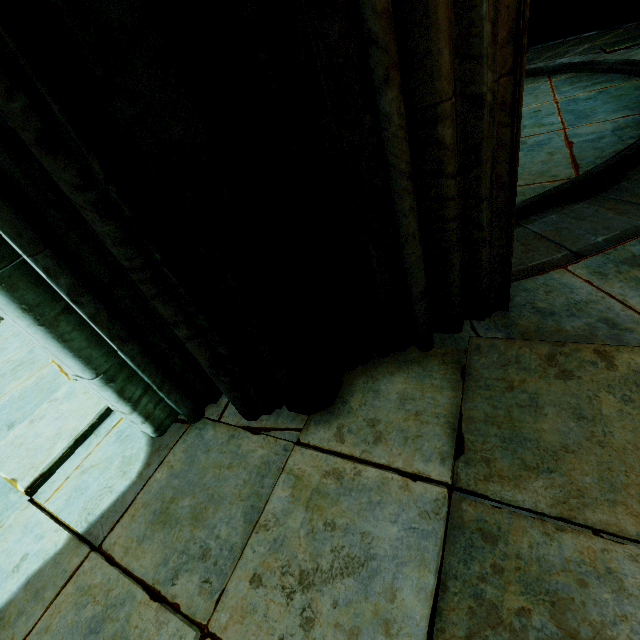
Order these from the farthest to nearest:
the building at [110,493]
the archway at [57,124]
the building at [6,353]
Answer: the building at [6,353] → the building at [110,493] → the archway at [57,124]

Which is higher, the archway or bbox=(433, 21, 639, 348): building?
the archway

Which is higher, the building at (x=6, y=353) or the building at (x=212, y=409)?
the building at (x=6, y=353)

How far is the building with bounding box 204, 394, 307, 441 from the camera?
1.8m

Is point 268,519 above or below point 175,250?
below

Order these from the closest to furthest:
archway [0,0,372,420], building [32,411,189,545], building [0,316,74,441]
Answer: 1. archway [0,0,372,420]
2. building [32,411,189,545]
3. building [0,316,74,441]

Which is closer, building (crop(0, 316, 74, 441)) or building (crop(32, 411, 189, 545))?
building (crop(32, 411, 189, 545))
